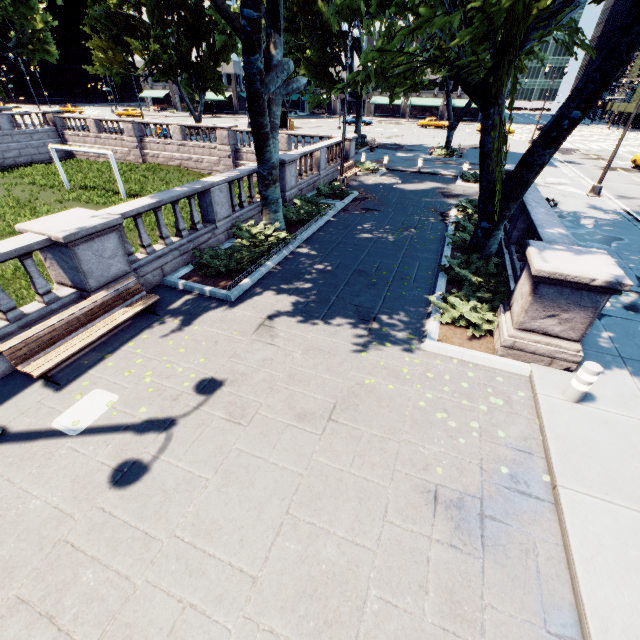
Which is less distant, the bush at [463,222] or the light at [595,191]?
the bush at [463,222]

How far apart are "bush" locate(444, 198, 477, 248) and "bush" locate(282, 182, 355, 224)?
5.3m

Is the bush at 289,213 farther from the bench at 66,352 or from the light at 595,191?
the light at 595,191

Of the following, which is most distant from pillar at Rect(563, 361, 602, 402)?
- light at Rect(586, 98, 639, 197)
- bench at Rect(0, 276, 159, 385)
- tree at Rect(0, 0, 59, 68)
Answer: light at Rect(586, 98, 639, 197)

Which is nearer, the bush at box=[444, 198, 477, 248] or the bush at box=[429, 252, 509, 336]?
the bush at box=[429, 252, 509, 336]

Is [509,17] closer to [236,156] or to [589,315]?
[589,315]

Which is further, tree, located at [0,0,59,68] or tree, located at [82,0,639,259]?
tree, located at [0,0,59,68]

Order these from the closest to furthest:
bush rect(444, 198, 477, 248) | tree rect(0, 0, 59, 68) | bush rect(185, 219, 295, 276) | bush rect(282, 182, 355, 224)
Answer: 1. bush rect(185, 219, 295, 276)
2. bush rect(444, 198, 477, 248)
3. bush rect(282, 182, 355, 224)
4. tree rect(0, 0, 59, 68)
